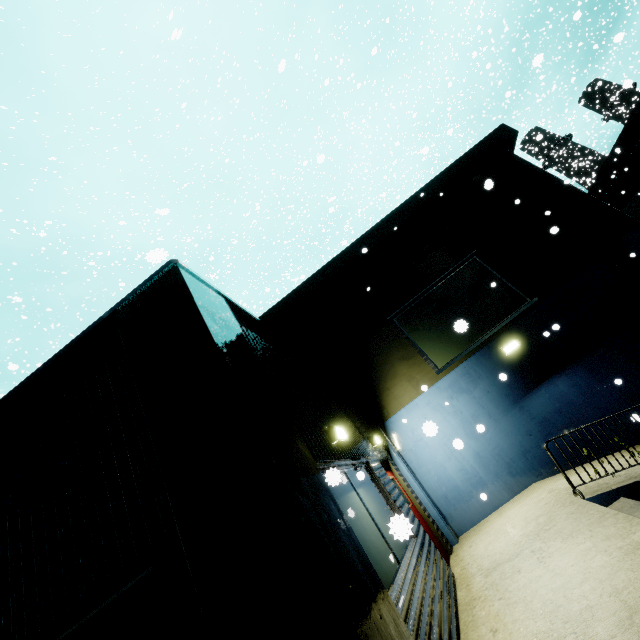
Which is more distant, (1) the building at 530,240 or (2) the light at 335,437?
(2) the light at 335,437

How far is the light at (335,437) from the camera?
5.2m

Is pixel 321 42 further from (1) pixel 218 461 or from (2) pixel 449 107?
(1) pixel 218 461

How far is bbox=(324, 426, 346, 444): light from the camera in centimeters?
521cm

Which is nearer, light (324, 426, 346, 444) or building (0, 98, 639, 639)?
building (0, 98, 639, 639)
